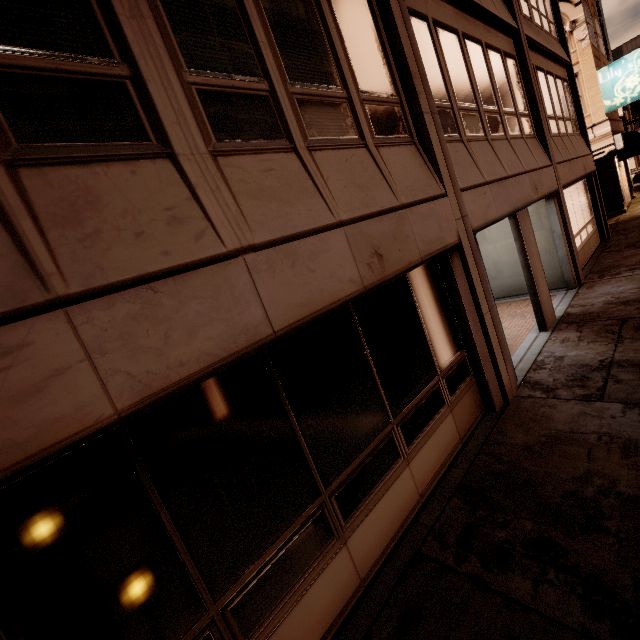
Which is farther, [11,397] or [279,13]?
[279,13]

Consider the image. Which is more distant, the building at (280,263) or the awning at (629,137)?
the awning at (629,137)

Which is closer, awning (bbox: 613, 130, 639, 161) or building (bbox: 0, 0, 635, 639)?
building (bbox: 0, 0, 635, 639)
